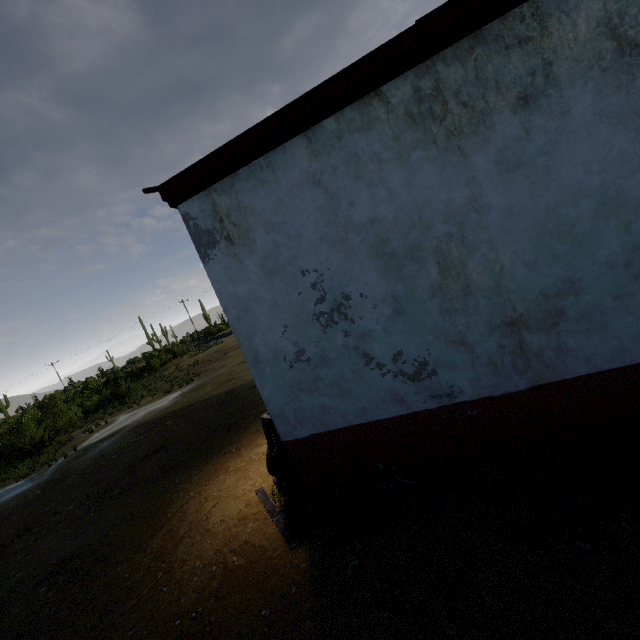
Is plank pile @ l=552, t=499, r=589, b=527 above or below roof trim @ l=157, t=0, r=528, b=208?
below

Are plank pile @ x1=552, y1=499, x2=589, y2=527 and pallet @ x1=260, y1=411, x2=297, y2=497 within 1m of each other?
no

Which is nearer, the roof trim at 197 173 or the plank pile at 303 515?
the roof trim at 197 173

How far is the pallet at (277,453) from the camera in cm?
416

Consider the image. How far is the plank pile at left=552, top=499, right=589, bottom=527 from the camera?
2.6 meters

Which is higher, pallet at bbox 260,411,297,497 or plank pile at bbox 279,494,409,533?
pallet at bbox 260,411,297,497

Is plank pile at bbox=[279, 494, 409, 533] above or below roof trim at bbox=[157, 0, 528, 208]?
below

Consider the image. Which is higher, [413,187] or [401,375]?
[413,187]
